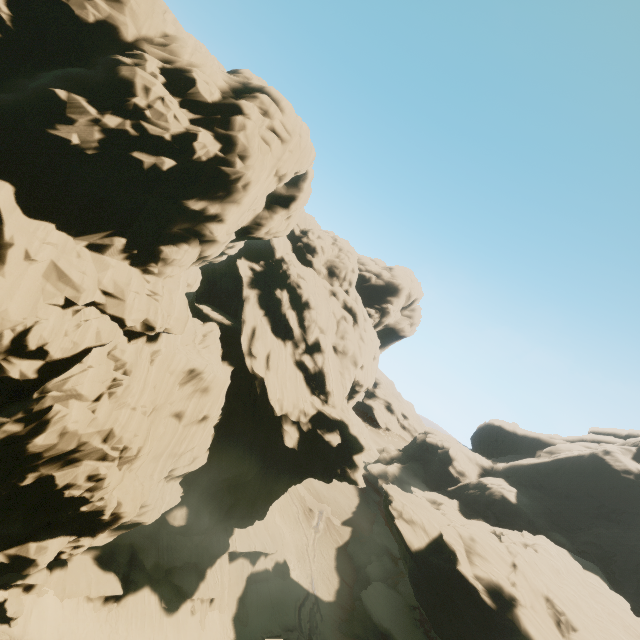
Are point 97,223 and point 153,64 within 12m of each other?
yes

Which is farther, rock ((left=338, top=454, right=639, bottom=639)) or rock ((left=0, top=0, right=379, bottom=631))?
rock ((left=338, top=454, right=639, bottom=639))

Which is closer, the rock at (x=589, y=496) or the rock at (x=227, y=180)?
the rock at (x=227, y=180)
